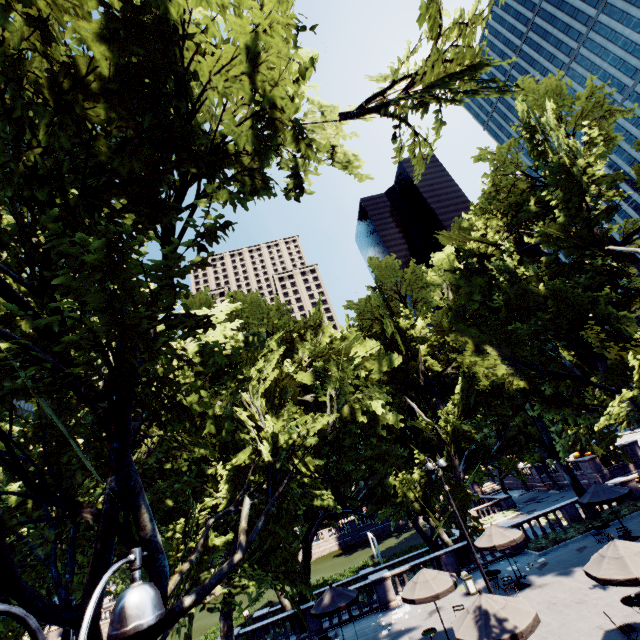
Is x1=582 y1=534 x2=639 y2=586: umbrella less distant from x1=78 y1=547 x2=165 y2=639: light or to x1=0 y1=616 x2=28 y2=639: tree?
x1=0 y1=616 x2=28 y2=639: tree

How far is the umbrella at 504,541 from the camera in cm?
1752

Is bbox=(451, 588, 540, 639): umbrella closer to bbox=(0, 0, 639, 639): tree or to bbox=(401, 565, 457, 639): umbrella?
bbox=(401, 565, 457, 639): umbrella

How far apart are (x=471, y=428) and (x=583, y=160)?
17.98m

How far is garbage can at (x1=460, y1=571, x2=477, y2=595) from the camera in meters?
18.6

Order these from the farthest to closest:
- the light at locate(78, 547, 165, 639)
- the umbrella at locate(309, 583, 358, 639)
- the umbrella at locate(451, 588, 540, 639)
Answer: the umbrella at locate(309, 583, 358, 639) → the umbrella at locate(451, 588, 540, 639) → the light at locate(78, 547, 165, 639)

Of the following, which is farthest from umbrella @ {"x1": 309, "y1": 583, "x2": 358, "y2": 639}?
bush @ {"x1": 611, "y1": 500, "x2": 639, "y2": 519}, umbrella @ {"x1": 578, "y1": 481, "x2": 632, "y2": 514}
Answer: umbrella @ {"x1": 578, "y1": 481, "x2": 632, "y2": 514}

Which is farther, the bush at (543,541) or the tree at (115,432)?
the bush at (543,541)
